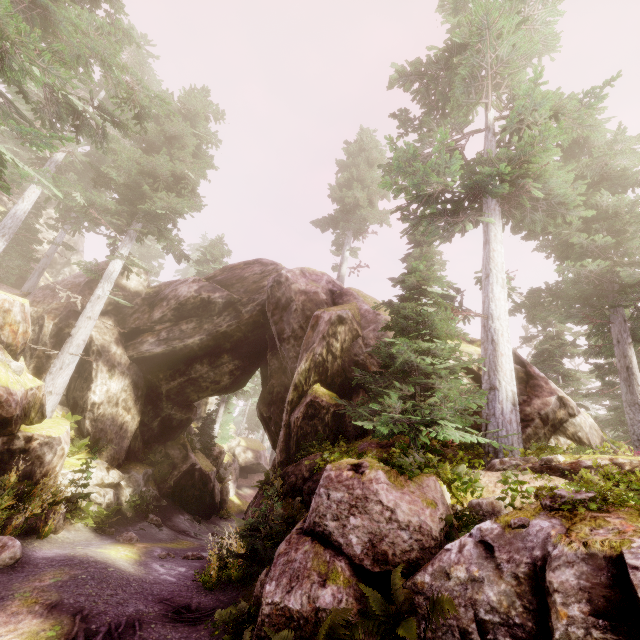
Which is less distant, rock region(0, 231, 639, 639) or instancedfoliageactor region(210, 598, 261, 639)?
rock region(0, 231, 639, 639)

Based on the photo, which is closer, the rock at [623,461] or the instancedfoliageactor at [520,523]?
the instancedfoliageactor at [520,523]

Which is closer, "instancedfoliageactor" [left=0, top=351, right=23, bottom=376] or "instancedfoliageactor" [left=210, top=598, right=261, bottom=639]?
"instancedfoliageactor" [left=210, top=598, right=261, bottom=639]

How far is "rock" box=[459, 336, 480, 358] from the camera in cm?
1255

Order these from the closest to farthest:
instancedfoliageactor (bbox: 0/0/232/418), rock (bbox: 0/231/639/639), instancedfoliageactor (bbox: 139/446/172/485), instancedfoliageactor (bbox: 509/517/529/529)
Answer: rock (bbox: 0/231/639/639)
instancedfoliageactor (bbox: 509/517/529/529)
instancedfoliageactor (bbox: 0/0/232/418)
instancedfoliageactor (bbox: 139/446/172/485)

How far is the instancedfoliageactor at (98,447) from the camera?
13.0m

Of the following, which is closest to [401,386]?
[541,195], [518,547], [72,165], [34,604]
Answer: [518,547]
